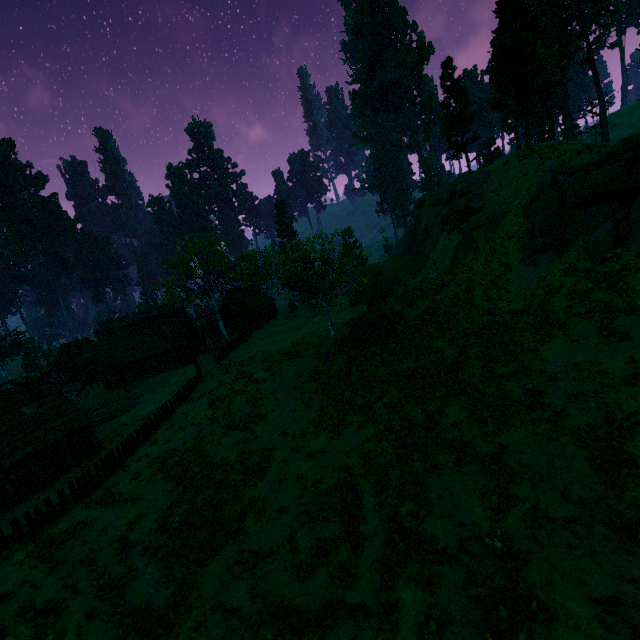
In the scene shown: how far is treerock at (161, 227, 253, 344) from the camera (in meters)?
40.06

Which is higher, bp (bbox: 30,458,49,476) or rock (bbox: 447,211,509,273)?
rock (bbox: 447,211,509,273)

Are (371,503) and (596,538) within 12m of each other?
yes

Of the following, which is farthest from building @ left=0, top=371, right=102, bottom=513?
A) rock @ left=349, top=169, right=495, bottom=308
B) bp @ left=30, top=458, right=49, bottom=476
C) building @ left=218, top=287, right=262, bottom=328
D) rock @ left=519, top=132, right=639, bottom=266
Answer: rock @ left=519, top=132, right=639, bottom=266

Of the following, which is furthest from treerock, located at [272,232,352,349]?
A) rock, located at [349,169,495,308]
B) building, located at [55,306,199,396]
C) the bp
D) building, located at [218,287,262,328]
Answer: the bp

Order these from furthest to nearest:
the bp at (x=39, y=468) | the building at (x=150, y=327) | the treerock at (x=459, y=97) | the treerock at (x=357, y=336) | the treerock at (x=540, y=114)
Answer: the treerock at (x=540, y=114), the building at (x=150, y=327), the treerock at (x=459, y=97), the treerock at (x=357, y=336), the bp at (x=39, y=468)

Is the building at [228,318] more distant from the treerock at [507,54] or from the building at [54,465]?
the building at [54,465]

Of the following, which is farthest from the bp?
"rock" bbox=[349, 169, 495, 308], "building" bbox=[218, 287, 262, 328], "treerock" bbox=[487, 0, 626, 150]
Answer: "building" bbox=[218, 287, 262, 328]
